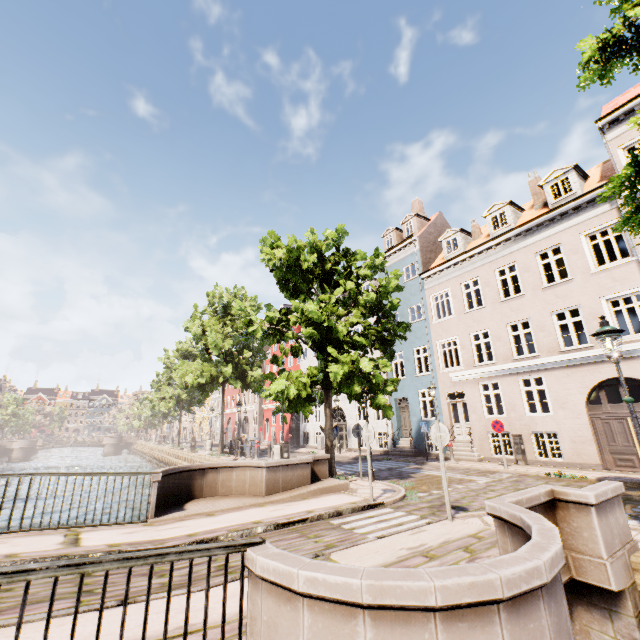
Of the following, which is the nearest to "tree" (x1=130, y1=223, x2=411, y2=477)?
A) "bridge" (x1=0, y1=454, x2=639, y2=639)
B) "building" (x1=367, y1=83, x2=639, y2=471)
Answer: "bridge" (x1=0, y1=454, x2=639, y2=639)

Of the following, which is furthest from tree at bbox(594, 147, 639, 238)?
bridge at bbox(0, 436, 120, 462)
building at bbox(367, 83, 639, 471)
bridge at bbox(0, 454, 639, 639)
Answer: building at bbox(367, 83, 639, 471)

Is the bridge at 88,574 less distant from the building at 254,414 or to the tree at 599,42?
the tree at 599,42

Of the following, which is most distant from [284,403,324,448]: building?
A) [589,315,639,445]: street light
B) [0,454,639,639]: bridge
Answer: [0,454,639,639]: bridge

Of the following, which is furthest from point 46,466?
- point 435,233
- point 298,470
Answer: point 435,233

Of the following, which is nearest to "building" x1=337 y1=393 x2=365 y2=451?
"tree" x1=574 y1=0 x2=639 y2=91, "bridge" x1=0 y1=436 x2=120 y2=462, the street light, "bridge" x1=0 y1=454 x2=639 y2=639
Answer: "tree" x1=574 y1=0 x2=639 y2=91

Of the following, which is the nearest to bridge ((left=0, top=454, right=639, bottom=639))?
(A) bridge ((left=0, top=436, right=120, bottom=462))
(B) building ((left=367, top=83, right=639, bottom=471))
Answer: (B) building ((left=367, top=83, right=639, bottom=471))

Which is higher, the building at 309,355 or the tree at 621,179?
the building at 309,355
